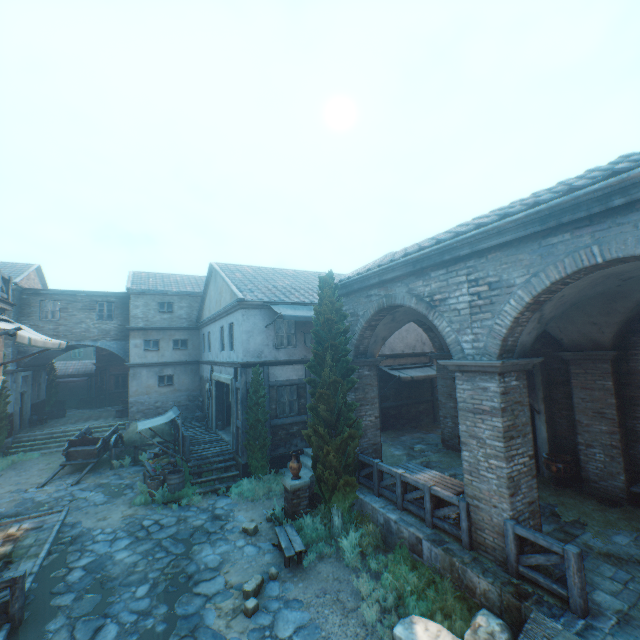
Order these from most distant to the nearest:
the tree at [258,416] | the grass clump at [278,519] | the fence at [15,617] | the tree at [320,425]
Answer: the tree at [258,416] < the grass clump at [278,519] < the tree at [320,425] < the fence at [15,617]

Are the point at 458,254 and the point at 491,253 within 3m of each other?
yes

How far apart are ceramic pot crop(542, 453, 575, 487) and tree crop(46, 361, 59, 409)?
33.0 meters

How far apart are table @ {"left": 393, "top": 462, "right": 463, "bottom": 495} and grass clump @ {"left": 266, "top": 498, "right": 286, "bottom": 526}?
2.92m

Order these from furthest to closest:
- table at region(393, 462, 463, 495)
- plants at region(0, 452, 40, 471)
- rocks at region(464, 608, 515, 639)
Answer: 1. plants at region(0, 452, 40, 471)
2. table at region(393, 462, 463, 495)
3. rocks at region(464, 608, 515, 639)

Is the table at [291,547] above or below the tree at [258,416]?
below

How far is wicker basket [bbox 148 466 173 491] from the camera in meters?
11.8

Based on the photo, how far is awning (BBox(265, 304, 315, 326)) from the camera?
12.82m
